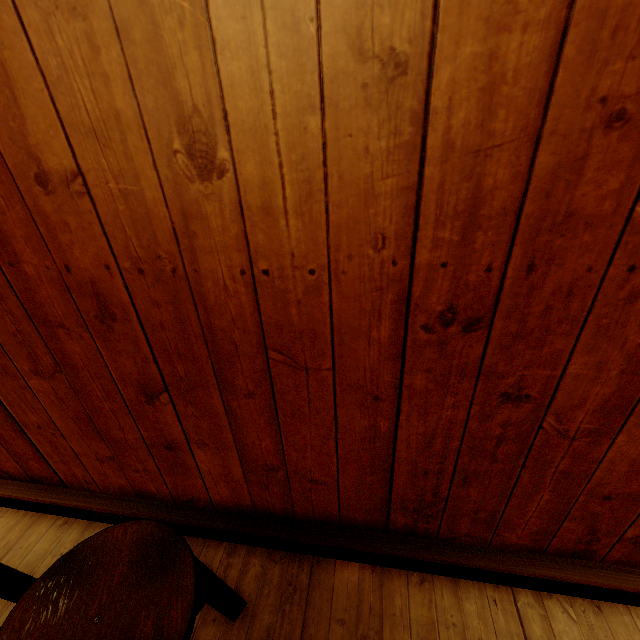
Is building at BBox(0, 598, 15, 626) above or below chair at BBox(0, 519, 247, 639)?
below

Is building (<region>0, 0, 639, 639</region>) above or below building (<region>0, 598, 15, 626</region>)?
above

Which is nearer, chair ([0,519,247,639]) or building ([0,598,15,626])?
chair ([0,519,247,639])

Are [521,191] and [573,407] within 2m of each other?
yes

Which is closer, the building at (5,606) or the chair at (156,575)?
the chair at (156,575)

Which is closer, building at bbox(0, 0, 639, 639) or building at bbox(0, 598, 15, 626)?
building at bbox(0, 0, 639, 639)

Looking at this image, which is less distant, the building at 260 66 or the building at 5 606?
the building at 260 66
